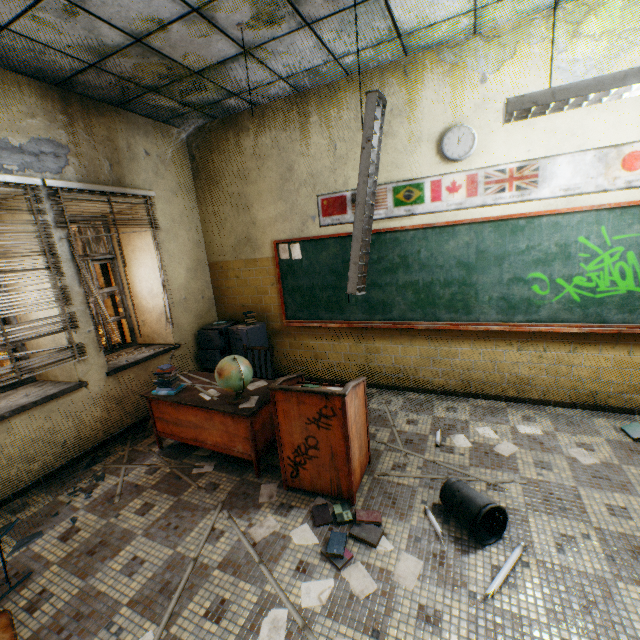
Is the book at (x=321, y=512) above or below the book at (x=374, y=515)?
below

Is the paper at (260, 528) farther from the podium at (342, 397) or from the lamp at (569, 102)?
the lamp at (569, 102)

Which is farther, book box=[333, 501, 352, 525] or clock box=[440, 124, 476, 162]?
clock box=[440, 124, 476, 162]

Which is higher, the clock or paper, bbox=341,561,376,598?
the clock

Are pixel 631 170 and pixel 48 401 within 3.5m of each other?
no

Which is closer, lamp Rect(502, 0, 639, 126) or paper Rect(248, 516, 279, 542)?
lamp Rect(502, 0, 639, 126)

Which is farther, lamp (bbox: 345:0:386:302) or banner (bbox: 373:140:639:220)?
banner (bbox: 373:140:639:220)

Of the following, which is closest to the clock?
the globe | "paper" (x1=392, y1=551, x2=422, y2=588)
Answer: the globe
